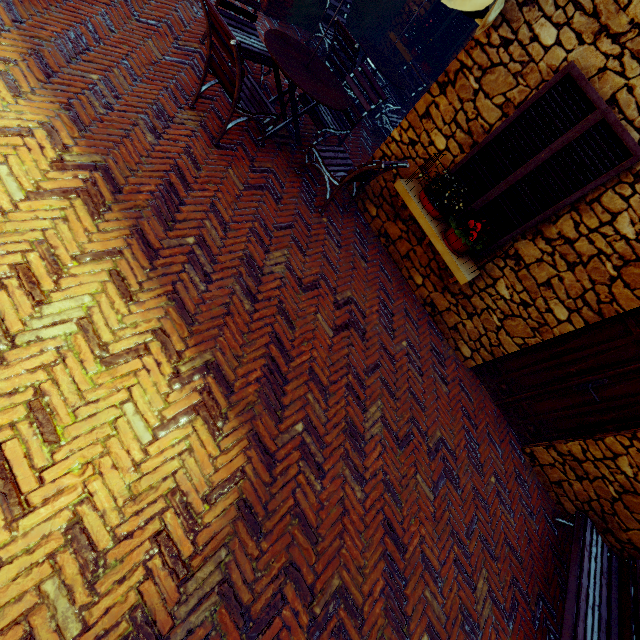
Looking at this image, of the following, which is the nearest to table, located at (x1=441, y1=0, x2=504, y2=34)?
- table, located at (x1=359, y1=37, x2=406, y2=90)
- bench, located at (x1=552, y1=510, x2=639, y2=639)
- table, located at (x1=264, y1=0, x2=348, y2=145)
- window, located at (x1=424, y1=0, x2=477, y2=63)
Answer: table, located at (x1=264, y1=0, x2=348, y2=145)

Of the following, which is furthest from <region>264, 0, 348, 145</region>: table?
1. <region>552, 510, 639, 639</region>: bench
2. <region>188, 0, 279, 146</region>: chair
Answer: <region>552, 510, 639, 639</region>: bench

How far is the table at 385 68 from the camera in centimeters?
559cm

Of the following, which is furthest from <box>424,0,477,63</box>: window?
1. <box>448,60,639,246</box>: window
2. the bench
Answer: the bench

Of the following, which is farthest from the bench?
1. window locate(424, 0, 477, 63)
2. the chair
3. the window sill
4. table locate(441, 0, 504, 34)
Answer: window locate(424, 0, 477, 63)

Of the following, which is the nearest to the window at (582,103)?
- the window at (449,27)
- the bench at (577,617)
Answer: the bench at (577,617)

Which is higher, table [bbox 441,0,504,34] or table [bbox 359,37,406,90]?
table [bbox 441,0,504,34]

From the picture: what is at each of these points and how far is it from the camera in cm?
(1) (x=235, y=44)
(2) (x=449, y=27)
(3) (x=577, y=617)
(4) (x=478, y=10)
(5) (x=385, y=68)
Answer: (1) chair, 281
(2) window, 698
(3) bench, 314
(4) table, 350
(5) table, 582
